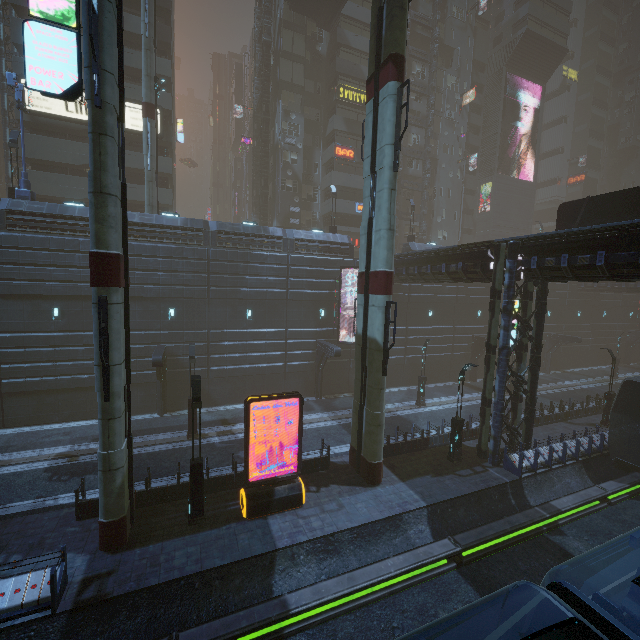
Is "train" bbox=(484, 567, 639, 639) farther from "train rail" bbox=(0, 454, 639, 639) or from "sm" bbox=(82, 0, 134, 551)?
"sm" bbox=(82, 0, 134, 551)

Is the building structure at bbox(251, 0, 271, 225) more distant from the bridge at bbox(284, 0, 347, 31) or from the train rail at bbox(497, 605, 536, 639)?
the train rail at bbox(497, 605, 536, 639)

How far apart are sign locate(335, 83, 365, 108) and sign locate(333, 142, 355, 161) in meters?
4.3 m

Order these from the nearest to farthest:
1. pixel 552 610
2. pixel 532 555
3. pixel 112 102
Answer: pixel 552 610 → pixel 112 102 → pixel 532 555

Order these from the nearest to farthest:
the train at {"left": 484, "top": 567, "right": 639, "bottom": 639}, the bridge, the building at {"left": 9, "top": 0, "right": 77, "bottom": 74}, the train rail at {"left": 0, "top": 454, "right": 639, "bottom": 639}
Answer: the train at {"left": 484, "top": 567, "right": 639, "bottom": 639} < the train rail at {"left": 0, "top": 454, "right": 639, "bottom": 639} < the building at {"left": 9, "top": 0, "right": 77, "bottom": 74} < the bridge

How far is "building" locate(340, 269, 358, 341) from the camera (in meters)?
27.67

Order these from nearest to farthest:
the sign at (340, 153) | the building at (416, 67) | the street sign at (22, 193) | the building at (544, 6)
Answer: the street sign at (22, 193) < the sign at (340, 153) < the building at (416, 67) < the building at (544, 6)

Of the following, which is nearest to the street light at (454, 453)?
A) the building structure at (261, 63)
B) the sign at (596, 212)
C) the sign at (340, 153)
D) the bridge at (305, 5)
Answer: the sign at (596, 212)
